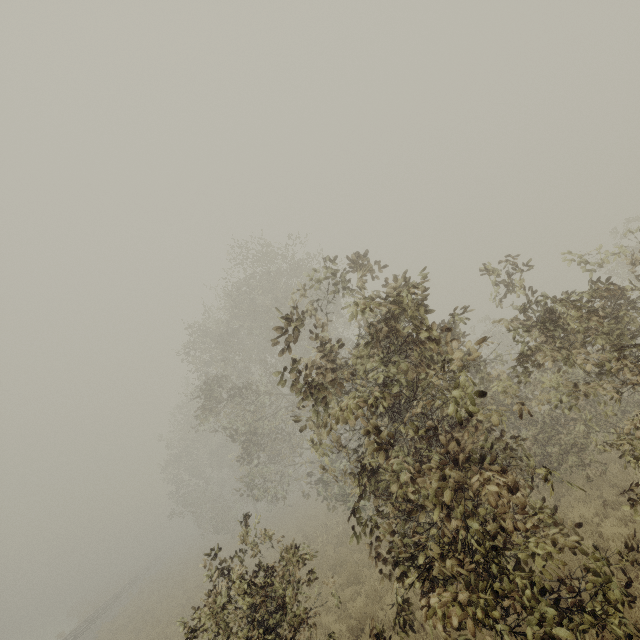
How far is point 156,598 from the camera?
23.86m
